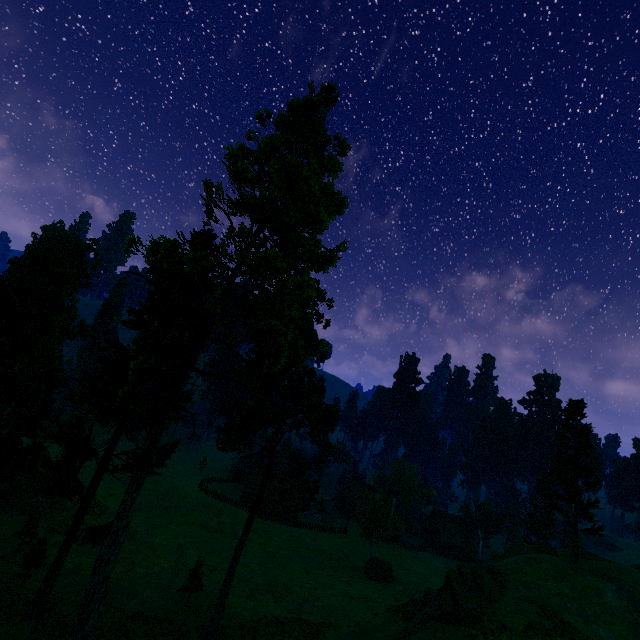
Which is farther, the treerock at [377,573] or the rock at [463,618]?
the treerock at [377,573]

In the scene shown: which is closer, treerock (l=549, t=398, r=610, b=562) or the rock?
the rock

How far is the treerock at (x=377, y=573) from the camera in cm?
4309

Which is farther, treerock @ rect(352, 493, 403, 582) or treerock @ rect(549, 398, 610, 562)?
treerock @ rect(352, 493, 403, 582)

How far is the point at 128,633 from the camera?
23.6m

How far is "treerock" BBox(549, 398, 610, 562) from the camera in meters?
32.7 m
